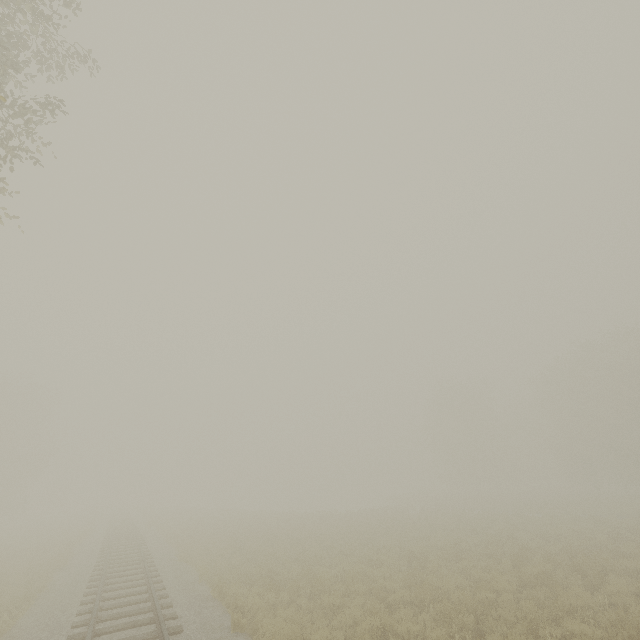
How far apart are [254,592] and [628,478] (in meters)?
46.48
